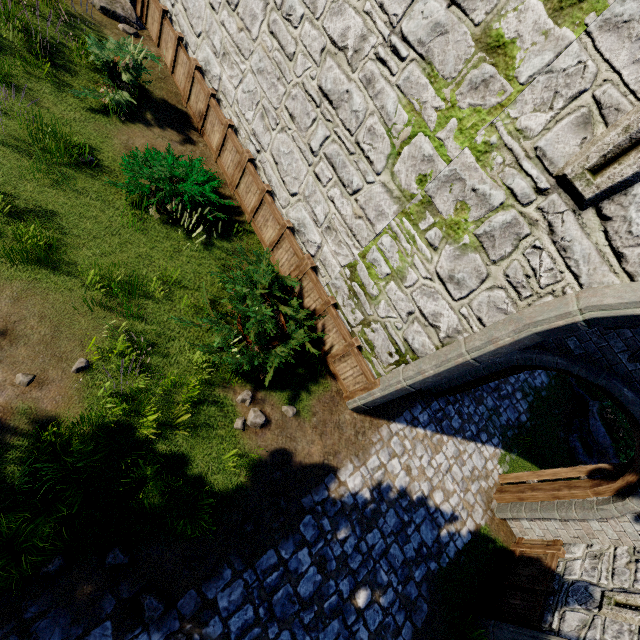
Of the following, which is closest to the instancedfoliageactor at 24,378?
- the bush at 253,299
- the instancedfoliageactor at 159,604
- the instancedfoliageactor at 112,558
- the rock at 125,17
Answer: the bush at 253,299

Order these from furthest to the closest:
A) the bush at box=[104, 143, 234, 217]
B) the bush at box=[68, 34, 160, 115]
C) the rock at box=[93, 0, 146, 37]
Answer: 1. the rock at box=[93, 0, 146, 37]
2. the bush at box=[68, 34, 160, 115]
3. the bush at box=[104, 143, 234, 217]

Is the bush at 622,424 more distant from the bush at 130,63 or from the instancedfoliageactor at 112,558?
the bush at 130,63

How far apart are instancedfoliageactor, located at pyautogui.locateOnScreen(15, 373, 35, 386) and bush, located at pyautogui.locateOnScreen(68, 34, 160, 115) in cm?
595

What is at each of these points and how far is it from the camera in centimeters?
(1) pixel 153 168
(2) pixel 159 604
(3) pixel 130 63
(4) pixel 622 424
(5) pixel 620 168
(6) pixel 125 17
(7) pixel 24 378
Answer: (1) bush, 618cm
(2) instancedfoliageactor, 404cm
(3) bush, 696cm
(4) bush, 1095cm
(5) window slit, 328cm
(6) rock, 864cm
(7) instancedfoliageactor, 438cm

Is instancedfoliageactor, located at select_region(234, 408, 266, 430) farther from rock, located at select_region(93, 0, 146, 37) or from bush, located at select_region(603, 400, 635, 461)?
bush, located at select_region(603, 400, 635, 461)

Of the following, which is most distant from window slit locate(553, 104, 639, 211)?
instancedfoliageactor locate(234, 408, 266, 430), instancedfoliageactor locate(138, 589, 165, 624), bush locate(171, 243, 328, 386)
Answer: instancedfoliageactor locate(138, 589, 165, 624)

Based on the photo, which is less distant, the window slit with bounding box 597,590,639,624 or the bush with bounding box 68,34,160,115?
the window slit with bounding box 597,590,639,624
